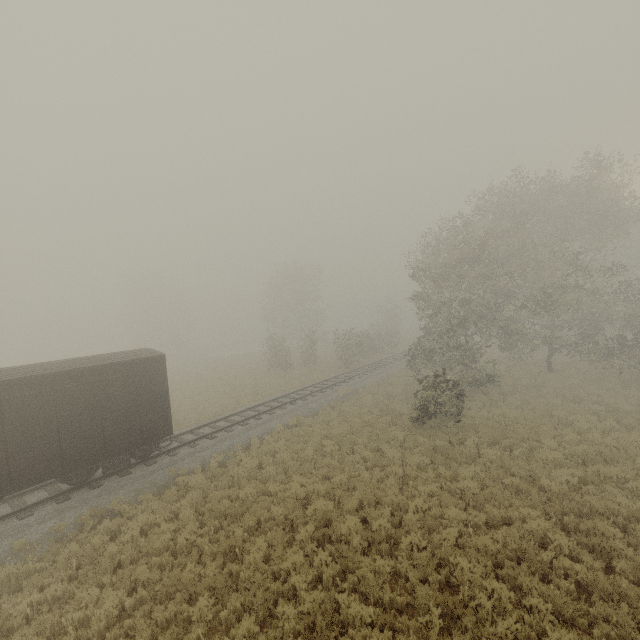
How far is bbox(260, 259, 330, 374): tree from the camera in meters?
36.5

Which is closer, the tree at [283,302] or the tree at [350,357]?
the tree at [350,357]

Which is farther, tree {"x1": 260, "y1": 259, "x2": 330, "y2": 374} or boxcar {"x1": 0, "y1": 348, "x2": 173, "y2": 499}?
tree {"x1": 260, "y1": 259, "x2": 330, "y2": 374}

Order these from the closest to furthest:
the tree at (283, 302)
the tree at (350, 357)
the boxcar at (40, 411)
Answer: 1. the boxcar at (40, 411)
2. the tree at (350, 357)
3. the tree at (283, 302)

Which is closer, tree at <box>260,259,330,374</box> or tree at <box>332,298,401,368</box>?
tree at <box>332,298,401,368</box>

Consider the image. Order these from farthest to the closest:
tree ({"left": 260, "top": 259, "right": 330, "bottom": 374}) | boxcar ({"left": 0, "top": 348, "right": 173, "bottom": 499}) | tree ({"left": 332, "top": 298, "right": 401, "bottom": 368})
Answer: tree ({"left": 260, "top": 259, "right": 330, "bottom": 374}) < tree ({"left": 332, "top": 298, "right": 401, "bottom": 368}) < boxcar ({"left": 0, "top": 348, "right": 173, "bottom": 499})

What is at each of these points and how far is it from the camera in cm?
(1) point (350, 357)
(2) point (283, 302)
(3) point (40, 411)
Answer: (1) tree, 3359
(2) tree, 5131
(3) boxcar, 1089
